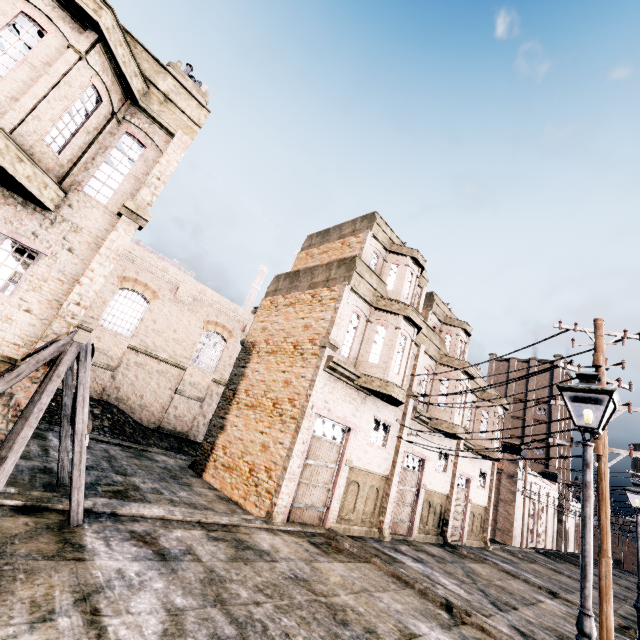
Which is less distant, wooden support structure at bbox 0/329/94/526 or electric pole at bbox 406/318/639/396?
wooden support structure at bbox 0/329/94/526

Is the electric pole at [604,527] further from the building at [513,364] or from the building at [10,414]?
the building at [10,414]

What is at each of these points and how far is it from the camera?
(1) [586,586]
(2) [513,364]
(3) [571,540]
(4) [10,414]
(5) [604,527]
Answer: (1) street light, 4.6m
(2) building, 59.9m
(3) building, 53.8m
(4) building, 7.3m
(5) electric pole, 7.6m

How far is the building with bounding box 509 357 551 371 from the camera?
57.4 meters

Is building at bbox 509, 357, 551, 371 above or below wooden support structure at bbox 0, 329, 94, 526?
above

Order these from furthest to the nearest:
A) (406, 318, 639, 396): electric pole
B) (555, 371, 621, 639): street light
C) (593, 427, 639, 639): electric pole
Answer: (406, 318, 639, 396): electric pole < (593, 427, 639, 639): electric pole < (555, 371, 621, 639): street light

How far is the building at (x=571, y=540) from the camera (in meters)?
50.72

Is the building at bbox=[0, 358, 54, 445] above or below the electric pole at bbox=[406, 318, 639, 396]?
below
